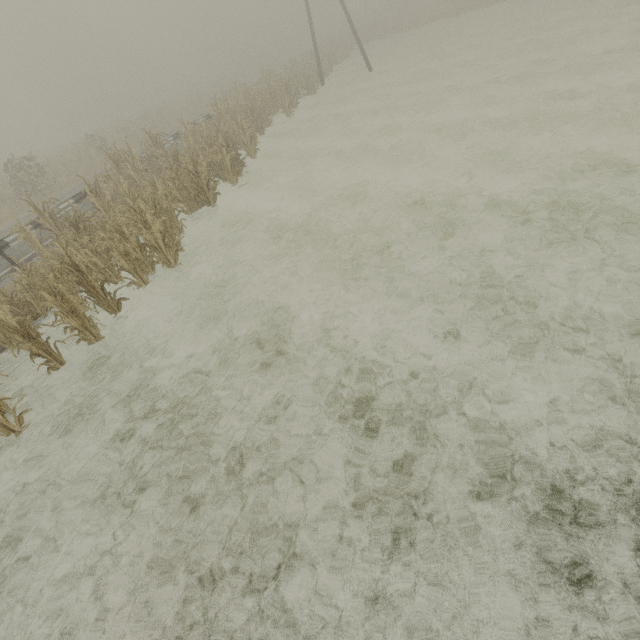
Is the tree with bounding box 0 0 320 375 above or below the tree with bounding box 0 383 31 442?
above

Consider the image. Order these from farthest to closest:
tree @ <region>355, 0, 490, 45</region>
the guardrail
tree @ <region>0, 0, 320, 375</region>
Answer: tree @ <region>355, 0, 490, 45</region>, the guardrail, tree @ <region>0, 0, 320, 375</region>

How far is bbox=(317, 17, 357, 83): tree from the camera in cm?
2950

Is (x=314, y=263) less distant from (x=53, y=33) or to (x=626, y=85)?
(x=626, y=85)

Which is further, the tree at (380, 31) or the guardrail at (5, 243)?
the tree at (380, 31)

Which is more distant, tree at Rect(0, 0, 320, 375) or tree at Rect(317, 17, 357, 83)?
tree at Rect(317, 17, 357, 83)

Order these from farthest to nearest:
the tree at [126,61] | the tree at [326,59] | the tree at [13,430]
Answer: the tree at [326,59]
the tree at [126,61]
the tree at [13,430]

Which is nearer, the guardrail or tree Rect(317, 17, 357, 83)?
the guardrail
